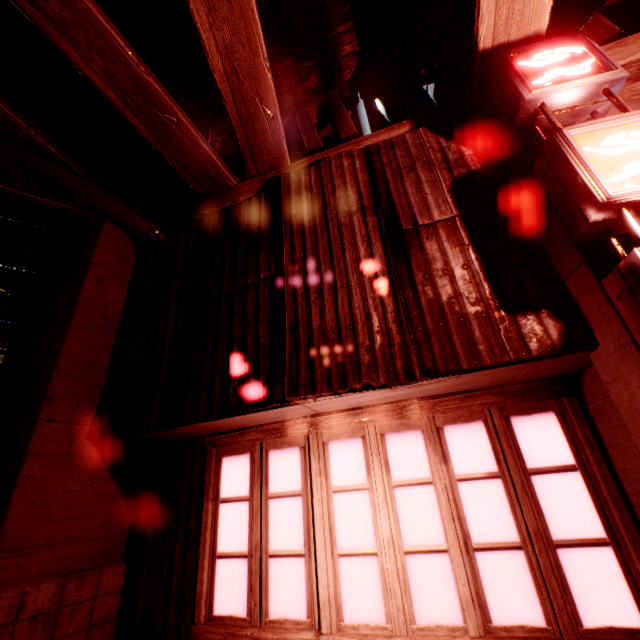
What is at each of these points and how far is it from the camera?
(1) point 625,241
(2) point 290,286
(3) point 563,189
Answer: (1) building, 2.0m
(2) building, 2.9m
(3) sign, 2.1m
